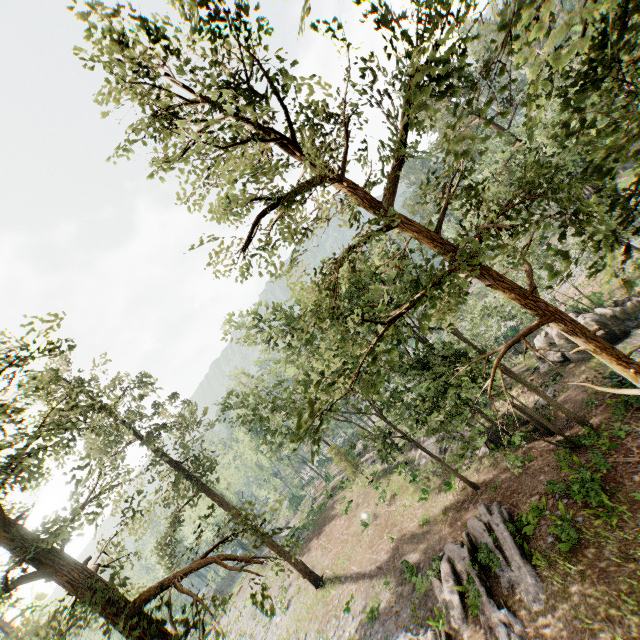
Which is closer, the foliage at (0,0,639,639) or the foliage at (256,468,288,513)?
the foliage at (0,0,639,639)

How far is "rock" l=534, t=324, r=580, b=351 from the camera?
25.53m

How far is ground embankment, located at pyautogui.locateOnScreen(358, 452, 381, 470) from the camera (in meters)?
37.20

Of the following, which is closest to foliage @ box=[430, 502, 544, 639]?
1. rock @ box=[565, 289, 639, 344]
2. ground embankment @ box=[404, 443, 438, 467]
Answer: ground embankment @ box=[404, 443, 438, 467]

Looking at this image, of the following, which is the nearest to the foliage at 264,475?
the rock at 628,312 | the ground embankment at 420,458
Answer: the ground embankment at 420,458

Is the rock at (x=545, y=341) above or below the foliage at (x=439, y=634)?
below

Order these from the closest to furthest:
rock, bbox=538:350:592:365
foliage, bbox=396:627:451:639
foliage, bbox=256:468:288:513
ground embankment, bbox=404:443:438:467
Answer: foliage, bbox=256:468:288:513 → foliage, bbox=396:627:451:639 → rock, bbox=538:350:592:365 → ground embankment, bbox=404:443:438:467

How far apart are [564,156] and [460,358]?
14.7m
